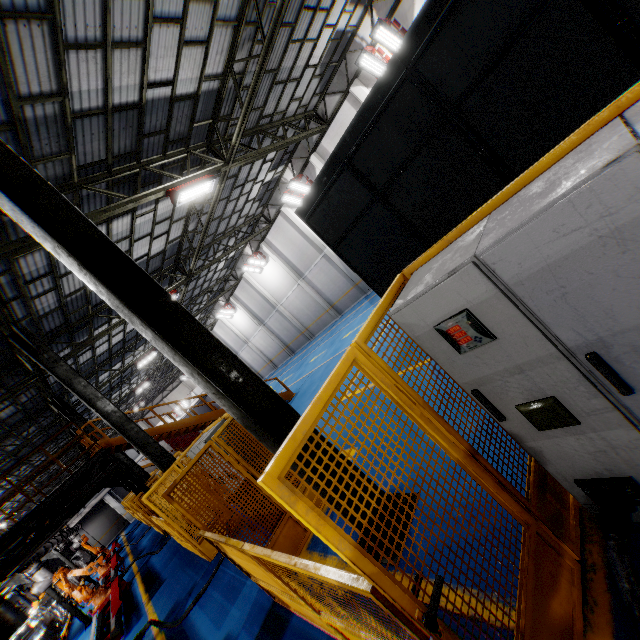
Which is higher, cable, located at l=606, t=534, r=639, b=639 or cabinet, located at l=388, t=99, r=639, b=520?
cabinet, located at l=388, t=99, r=639, b=520

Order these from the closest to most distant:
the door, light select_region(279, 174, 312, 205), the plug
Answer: the plug, light select_region(279, 174, 312, 205), the door

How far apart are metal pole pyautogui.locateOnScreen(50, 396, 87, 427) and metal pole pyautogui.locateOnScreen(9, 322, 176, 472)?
6.4 meters

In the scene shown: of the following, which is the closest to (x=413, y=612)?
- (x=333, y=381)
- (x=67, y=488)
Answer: (x=333, y=381)

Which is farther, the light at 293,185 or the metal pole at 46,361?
the light at 293,185

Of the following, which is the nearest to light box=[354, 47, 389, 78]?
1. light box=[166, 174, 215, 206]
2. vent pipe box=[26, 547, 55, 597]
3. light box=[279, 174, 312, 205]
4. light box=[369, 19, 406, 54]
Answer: light box=[369, 19, 406, 54]

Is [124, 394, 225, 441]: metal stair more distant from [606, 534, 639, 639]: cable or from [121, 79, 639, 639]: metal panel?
[606, 534, 639, 639]: cable

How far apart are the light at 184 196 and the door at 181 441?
45.29m
